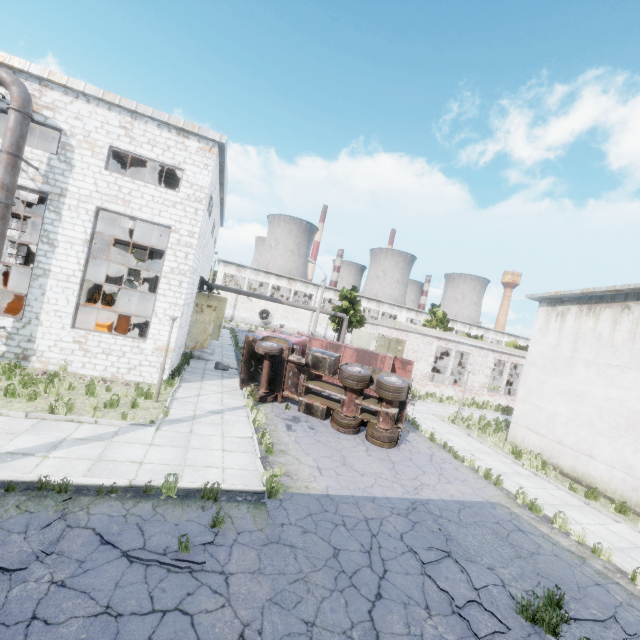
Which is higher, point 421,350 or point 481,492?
point 421,350

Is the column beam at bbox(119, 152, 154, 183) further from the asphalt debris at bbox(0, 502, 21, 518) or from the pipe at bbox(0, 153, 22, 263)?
the asphalt debris at bbox(0, 502, 21, 518)

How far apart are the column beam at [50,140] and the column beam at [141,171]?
4.1 meters

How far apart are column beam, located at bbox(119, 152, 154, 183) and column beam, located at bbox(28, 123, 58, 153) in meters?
4.1 m

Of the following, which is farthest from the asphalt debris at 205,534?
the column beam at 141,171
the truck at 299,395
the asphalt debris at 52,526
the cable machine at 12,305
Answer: the column beam at 141,171

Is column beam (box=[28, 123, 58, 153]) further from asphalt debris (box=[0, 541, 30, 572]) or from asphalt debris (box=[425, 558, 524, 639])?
asphalt debris (box=[425, 558, 524, 639])

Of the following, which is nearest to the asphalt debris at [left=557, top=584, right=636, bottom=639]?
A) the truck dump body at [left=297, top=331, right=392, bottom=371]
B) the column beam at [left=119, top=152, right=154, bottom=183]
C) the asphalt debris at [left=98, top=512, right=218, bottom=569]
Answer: the asphalt debris at [left=98, top=512, right=218, bottom=569]

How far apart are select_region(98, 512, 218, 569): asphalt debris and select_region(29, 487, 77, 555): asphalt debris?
0.54m
